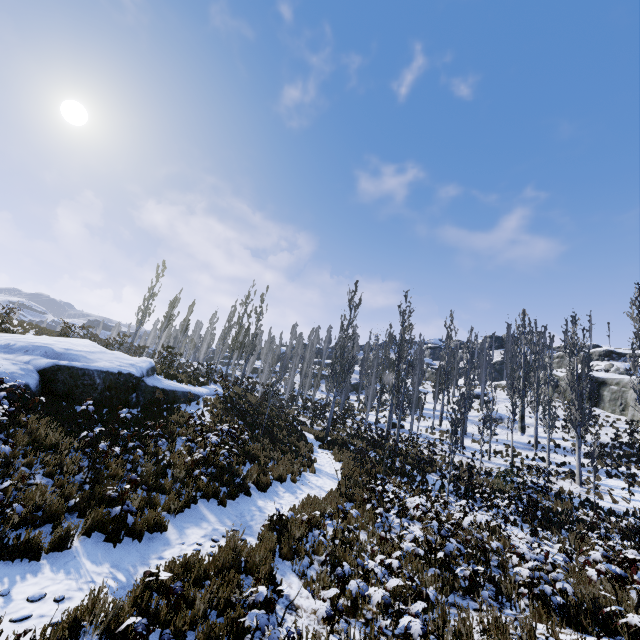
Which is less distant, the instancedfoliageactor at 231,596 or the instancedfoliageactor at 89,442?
the instancedfoliageactor at 231,596

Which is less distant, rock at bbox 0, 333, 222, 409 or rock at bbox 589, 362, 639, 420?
rock at bbox 0, 333, 222, 409

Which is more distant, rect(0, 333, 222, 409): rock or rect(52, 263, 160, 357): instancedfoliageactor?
rect(52, 263, 160, 357): instancedfoliageactor

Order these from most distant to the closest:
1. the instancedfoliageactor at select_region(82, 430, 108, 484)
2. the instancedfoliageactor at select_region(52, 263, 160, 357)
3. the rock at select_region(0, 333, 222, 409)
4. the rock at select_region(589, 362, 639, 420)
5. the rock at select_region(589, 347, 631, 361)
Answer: the rock at select_region(589, 347, 631, 361) < the rock at select_region(589, 362, 639, 420) < the instancedfoliageactor at select_region(52, 263, 160, 357) < the rock at select_region(0, 333, 222, 409) < the instancedfoliageactor at select_region(82, 430, 108, 484)

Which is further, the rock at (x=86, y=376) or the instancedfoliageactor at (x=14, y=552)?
the rock at (x=86, y=376)

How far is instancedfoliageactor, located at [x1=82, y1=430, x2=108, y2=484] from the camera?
7.45m

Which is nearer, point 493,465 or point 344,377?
point 344,377
